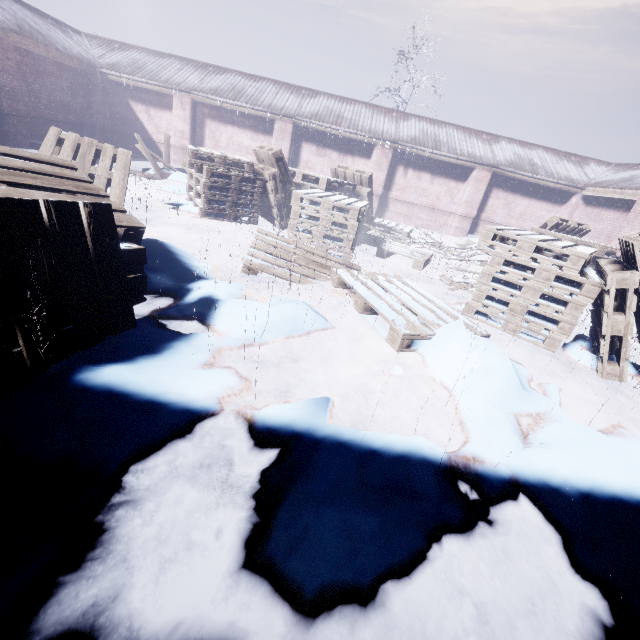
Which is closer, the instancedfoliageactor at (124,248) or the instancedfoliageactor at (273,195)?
the instancedfoliageactor at (124,248)

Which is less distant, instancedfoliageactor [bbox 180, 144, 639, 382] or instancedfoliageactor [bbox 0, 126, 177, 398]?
instancedfoliageactor [bbox 0, 126, 177, 398]

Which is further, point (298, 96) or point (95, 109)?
point (298, 96)
